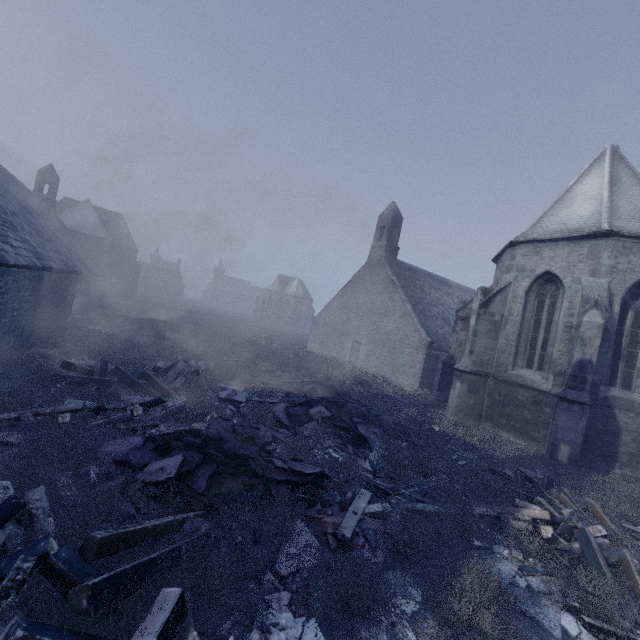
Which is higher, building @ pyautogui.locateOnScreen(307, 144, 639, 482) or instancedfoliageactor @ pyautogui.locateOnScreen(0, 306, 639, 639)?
building @ pyautogui.locateOnScreen(307, 144, 639, 482)

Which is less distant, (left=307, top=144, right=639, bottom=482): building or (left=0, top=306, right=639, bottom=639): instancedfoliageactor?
(left=0, top=306, right=639, bottom=639): instancedfoliageactor

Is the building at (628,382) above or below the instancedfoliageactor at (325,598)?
above

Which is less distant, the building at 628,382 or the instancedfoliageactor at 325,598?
the instancedfoliageactor at 325,598

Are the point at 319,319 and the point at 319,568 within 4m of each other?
no
